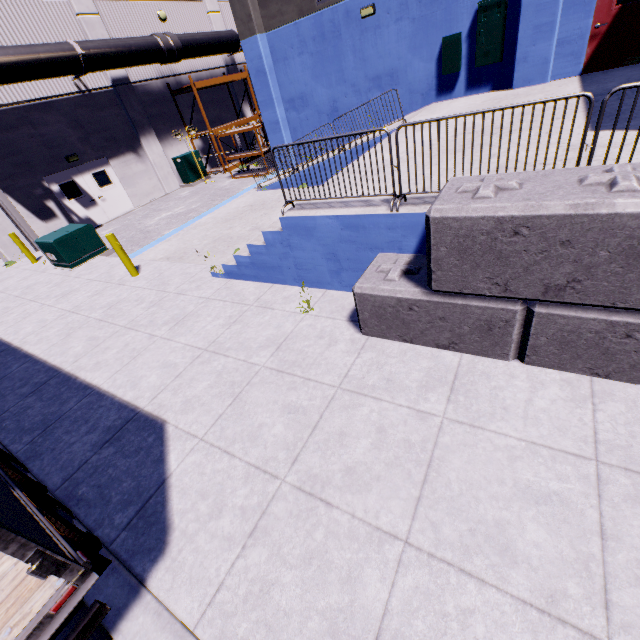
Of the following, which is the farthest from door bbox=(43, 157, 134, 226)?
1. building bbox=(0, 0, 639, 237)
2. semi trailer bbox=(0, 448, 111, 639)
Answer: semi trailer bbox=(0, 448, 111, 639)

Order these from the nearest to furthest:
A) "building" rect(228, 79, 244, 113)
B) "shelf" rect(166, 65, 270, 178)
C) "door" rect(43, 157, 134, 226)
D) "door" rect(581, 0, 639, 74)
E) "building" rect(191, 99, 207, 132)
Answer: "door" rect(581, 0, 639, 74), "door" rect(43, 157, 134, 226), "shelf" rect(166, 65, 270, 178), "building" rect(191, 99, 207, 132), "building" rect(228, 79, 244, 113)

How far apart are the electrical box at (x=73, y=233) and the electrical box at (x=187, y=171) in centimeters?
791cm

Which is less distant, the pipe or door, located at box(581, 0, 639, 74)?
door, located at box(581, 0, 639, 74)

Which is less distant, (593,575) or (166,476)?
(593,575)

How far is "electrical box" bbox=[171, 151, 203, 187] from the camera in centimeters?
1759cm

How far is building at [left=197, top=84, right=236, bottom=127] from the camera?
19.4m

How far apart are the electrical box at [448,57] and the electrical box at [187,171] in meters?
13.2 m
